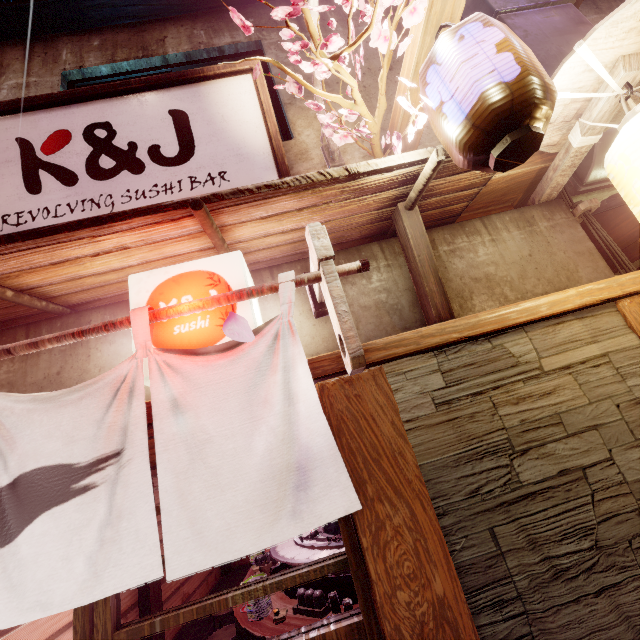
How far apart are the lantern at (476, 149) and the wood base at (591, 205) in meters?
2.6

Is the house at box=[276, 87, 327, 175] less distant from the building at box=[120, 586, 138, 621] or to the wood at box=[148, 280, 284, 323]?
the wood at box=[148, 280, 284, 323]

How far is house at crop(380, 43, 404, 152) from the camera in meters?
5.4 m

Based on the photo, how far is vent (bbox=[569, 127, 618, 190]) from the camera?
6.3 meters

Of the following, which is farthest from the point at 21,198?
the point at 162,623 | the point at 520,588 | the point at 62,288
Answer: the point at 520,588

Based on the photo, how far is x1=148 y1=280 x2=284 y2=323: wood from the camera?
3.3m

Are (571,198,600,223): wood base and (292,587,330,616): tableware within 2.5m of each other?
no

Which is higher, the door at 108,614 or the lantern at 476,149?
the lantern at 476,149
